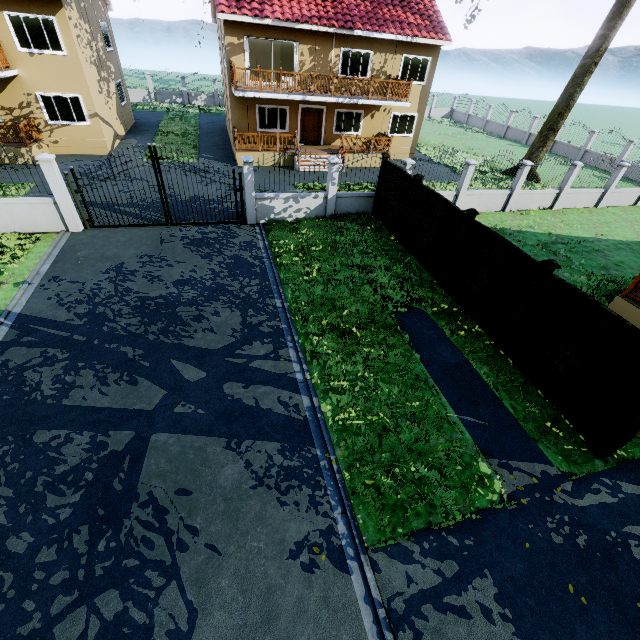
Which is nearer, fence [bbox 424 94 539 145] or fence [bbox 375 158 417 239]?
fence [bbox 375 158 417 239]

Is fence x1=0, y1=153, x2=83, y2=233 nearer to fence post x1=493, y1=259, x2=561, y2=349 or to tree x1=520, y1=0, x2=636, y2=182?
fence post x1=493, y1=259, x2=561, y2=349

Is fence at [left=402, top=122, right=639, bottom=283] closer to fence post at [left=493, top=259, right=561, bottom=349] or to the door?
fence post at [left=493, top=259, right=561, bottom=349]

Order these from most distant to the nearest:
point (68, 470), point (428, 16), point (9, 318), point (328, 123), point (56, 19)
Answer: point (328, 123) < point (428, 16) < point (56, 19) < point (9, 318) < point (68, 470)

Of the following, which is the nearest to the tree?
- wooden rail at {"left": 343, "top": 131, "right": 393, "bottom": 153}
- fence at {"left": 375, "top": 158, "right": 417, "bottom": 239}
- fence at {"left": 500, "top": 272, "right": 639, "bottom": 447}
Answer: wooden rail at {"left": 343, "top": 131, "right": 393, "bottom": 153}

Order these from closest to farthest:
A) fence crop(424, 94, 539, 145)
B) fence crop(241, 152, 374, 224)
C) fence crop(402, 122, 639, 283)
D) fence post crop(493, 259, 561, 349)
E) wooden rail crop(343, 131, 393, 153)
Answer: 1. fence post crop(493, 259, 561, 349)
2. fence crop(402, 122, 639, 283)
3. fence crop(241, 152, 374, 224)
4. wooden rail crop(343, 131, 393, 153)
5. fence crop(424, 94, 539, 145)

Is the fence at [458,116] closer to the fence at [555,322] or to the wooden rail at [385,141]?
the fence at [555,322]

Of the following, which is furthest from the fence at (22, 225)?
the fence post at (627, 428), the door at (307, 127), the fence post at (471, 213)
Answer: the door at (307, 127)
